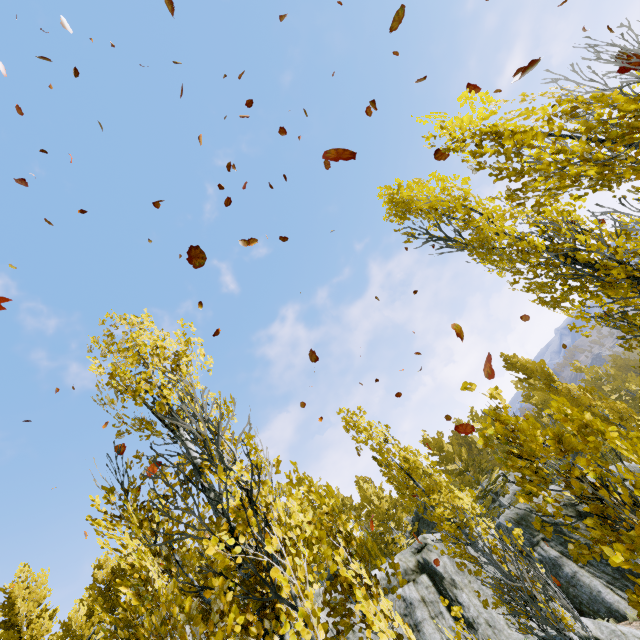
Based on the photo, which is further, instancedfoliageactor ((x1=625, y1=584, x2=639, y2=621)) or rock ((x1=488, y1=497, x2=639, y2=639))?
rock ((x1=488, y1=497, x2=639, y2=639))

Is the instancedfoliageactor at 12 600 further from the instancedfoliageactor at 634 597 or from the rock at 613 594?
the instancedfoliageactor at 634 597

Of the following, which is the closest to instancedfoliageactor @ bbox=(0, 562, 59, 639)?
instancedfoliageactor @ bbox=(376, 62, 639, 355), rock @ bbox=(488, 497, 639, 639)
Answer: rock @ bbox=(488, 497, 639, 639)

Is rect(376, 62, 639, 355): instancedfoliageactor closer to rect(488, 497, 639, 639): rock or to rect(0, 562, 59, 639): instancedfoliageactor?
rect(488, 497, 639, 639): rock

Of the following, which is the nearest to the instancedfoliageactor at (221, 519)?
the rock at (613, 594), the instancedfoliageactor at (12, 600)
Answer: the rock at (613, 594)

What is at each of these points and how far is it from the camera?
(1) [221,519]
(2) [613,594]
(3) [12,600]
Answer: (1) instancedfoliageactor, 3.3m
(2) rock, 13.5m
(3) instancedfoliageactor, 19.1m
